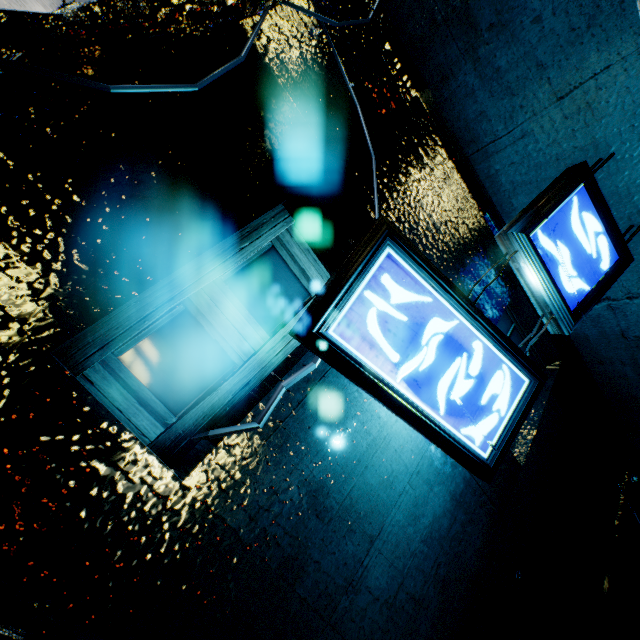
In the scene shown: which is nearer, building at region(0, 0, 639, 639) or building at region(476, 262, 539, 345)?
building at region(0, 0, 639, 639)

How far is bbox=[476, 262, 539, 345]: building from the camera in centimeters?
433cm

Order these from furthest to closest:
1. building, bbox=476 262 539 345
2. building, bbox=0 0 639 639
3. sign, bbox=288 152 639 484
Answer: building, bbox=476 262 539 345 → sign, bbox=288 152 639 484 → building, bbox=0 0 639 639

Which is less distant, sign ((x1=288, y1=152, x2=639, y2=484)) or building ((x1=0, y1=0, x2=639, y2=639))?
building ((x1=0, y1=0, x2=639, y2=639))

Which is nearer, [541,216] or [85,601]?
[85,601]

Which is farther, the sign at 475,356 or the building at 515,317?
the building at 515,317

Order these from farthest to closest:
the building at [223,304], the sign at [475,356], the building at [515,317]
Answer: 1. the building at [515,317]
2. the sign at [475,356]
3. the building at [223,304]
